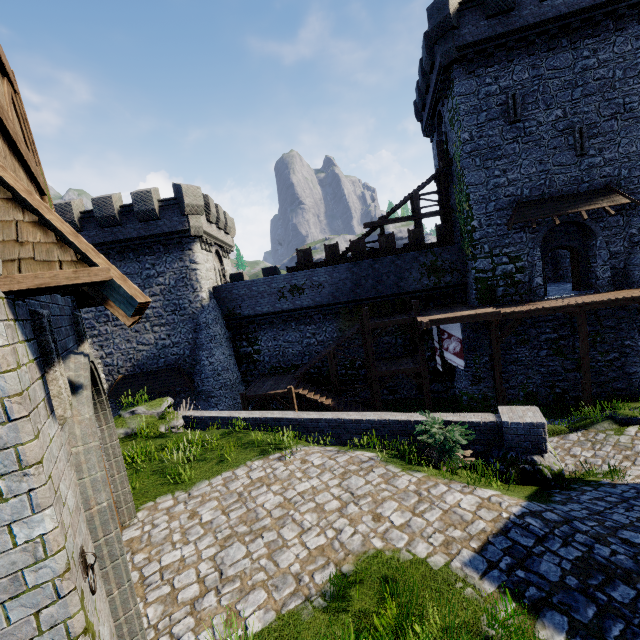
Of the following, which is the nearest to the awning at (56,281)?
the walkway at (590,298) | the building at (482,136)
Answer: the walkway at (590,298)

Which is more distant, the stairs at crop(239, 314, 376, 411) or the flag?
the stairs at crop(239, 314, 376, 411)

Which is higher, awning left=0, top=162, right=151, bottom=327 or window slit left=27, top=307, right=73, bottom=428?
awning left=0, top=162, right=151, bottom=327

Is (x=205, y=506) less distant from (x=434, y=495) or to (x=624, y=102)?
(x=434, y=495)

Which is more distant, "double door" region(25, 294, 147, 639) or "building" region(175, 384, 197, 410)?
"building" region(175, 384, 197, 410)

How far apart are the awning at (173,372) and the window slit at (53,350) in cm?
1895

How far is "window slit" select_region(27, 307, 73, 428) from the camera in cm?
335

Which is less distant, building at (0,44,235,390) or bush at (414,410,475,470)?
building at (0,44,235,390)
